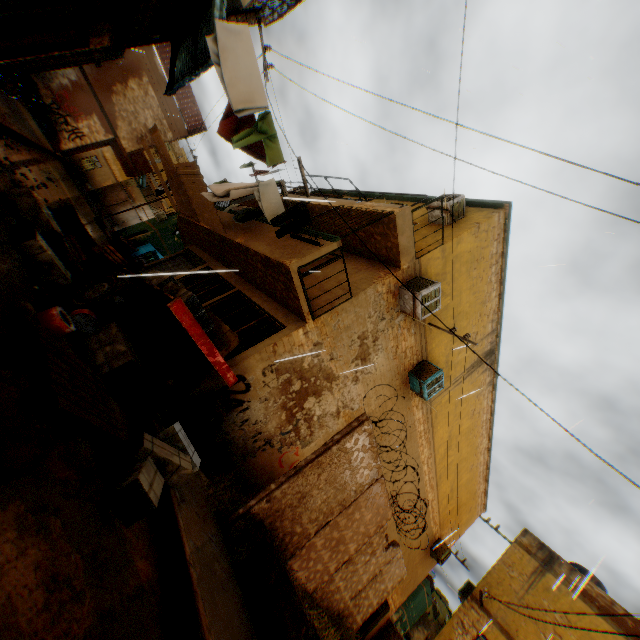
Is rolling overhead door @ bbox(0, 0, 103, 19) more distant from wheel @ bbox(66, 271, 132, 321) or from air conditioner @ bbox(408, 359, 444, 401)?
air conditioner @ bbox(408, 359, 444, 401)

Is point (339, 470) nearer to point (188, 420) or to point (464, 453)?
point (188, 420)

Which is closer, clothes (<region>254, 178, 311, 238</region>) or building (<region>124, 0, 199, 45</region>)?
clothes (<region>254, 178, 311, 238</region>)

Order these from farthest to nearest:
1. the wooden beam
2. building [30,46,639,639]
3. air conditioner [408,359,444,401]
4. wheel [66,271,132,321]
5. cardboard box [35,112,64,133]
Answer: cardboard box [35,112,64,133]
air conditioner [408,359,444,401]
building [30,46,639,639]
the wooden beam
wheel [66,271,132,321]

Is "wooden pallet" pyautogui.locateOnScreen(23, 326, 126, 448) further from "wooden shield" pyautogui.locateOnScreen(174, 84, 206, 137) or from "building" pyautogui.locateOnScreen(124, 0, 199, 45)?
"wooden shield" pyautogui.locateOnScreen(174, 84, 206, 137)

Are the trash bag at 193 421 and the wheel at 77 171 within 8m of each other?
no

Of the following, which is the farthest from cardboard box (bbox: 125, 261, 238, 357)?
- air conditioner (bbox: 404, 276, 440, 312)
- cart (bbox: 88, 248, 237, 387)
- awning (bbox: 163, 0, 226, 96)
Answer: air conditioner (bbox: 404, 276, 440, 312)

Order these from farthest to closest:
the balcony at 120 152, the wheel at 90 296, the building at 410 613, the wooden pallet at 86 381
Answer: the balcony at 120 152 < the building at 410 613 < the wheel at 90 296 < the wooden pallet at 86 381
